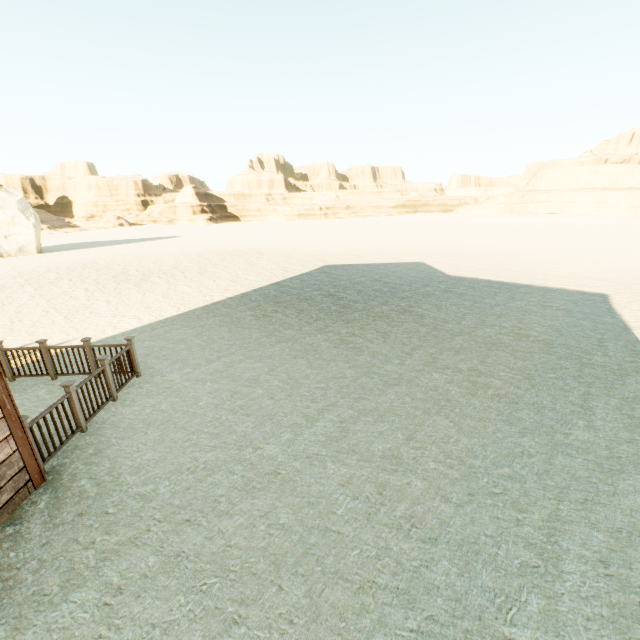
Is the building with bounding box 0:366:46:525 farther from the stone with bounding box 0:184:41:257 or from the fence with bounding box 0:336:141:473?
the stone with bounding box 0:184:41:257

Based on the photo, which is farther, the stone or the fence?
the stone

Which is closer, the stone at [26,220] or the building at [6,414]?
the building at [6,414]

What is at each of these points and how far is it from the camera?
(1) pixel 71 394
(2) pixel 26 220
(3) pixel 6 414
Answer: (1) fence, 5.54m
(2) stone, 31.36m
(3) building, 4.23m

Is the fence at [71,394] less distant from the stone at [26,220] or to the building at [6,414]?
the building at [6,414]

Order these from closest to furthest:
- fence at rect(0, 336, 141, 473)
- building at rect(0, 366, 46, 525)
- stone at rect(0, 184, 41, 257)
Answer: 1. building at rect(0, 366, 46, 525)
2. fence at rect(0, 336, 141, 473)
3. stone at rect(0, 184, 41, 257)

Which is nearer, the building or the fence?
the building
